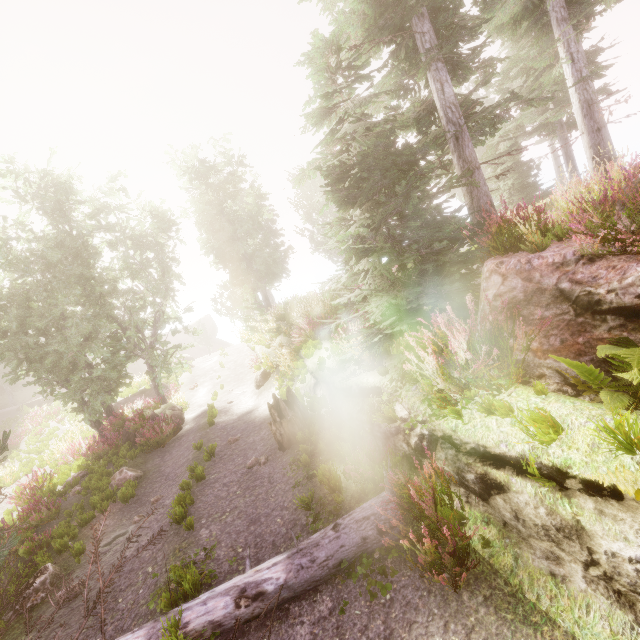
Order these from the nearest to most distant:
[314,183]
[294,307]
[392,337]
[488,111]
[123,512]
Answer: [488,111] → [392,337] → [123,512] → [294,307] → [314,183]

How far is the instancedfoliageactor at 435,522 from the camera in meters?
3.6 m

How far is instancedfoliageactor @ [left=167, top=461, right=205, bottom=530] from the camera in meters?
6.4

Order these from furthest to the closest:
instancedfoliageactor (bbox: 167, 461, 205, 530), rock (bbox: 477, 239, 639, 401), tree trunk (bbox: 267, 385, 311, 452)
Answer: tree trunk (bbox: 267, 385, 311, 452)
instancedfoliageactor (bbox: 167, 461, 205, 530)
rock (bbox: 477, 239, 639, 401)

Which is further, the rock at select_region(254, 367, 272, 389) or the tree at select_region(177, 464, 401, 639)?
the rock at select_region(254, 367, 272, 389)

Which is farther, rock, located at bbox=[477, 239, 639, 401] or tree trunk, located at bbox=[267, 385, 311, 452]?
tree trunk, located at bbox=[267, 385, 311, 452]

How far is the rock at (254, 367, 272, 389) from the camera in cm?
1470
